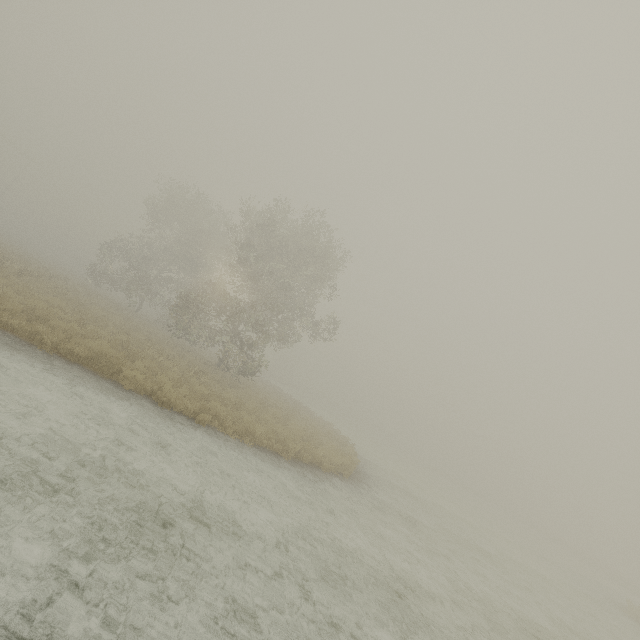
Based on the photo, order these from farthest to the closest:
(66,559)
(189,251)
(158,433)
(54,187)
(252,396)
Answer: (54,187)
(189,251)
(252,396)
(158,433)
(66,559)
